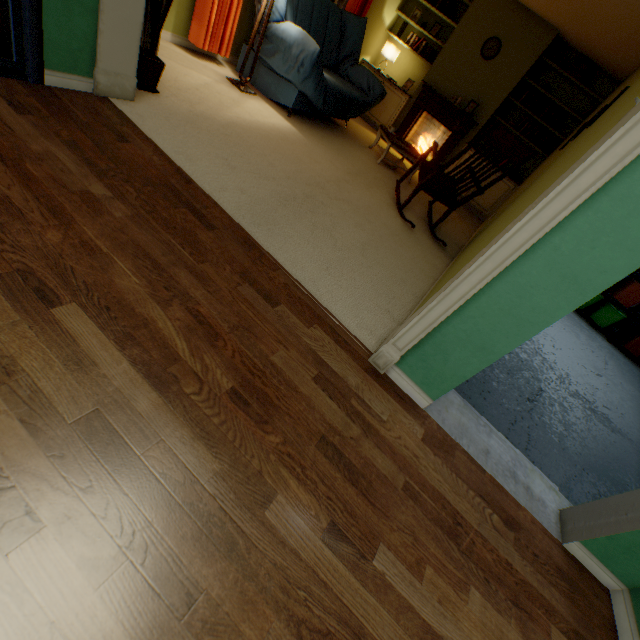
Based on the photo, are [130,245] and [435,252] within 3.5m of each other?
yes

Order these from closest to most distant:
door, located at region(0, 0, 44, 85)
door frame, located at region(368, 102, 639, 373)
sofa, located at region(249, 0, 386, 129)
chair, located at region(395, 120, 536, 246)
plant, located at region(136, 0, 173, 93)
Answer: door frame, located at region(368, 102, 639, 373) → door, located at region(0, 0, 44, 85) → plant, located at region(136, 0, 173, 93) → chair, located at region(395, 120, 536, 246) → sofa, located at region(249, 0, 386, 129)

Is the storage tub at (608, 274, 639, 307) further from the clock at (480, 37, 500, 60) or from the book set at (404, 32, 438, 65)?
the book set at (404, 32, 438, 65)

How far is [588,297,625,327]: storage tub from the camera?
5.47m

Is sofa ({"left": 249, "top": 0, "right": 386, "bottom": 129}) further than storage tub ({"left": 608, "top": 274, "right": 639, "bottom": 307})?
No

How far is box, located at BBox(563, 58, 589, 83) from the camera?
4.84m

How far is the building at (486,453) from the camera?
1.6m

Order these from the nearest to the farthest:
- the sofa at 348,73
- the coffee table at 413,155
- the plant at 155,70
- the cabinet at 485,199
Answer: the plant at 155,70
the sofa at 348,73
the coffee table at 413,155
the cabinet at 485,199
